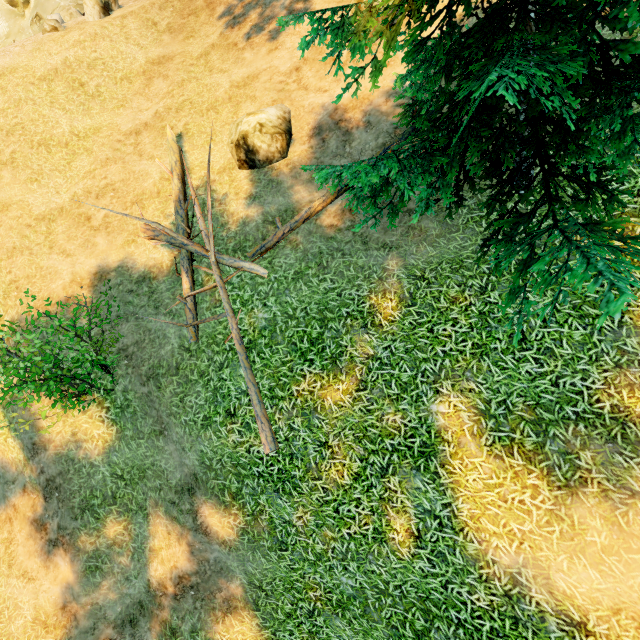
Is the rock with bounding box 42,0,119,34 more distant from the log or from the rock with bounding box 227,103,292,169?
the rock with bounding box 227,103,292,169

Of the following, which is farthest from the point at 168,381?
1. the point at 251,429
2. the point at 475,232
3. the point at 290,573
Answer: the point at 475,232

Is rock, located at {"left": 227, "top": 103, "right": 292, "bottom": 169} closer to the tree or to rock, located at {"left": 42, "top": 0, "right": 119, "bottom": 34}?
the tree

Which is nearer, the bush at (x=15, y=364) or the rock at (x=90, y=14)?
the bush at (x=15, y=364)

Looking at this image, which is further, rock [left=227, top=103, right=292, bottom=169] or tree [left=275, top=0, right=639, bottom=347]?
rock [left=227, top=103, right=292, bottom=169]

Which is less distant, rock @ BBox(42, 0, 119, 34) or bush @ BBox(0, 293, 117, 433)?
bush @ BBox(0, 293, 117, 433)

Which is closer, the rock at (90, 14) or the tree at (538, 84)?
the tree at (538, 84)

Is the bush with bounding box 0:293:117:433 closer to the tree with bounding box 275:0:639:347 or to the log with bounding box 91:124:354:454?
the log with bounding box 91:124:354:454
